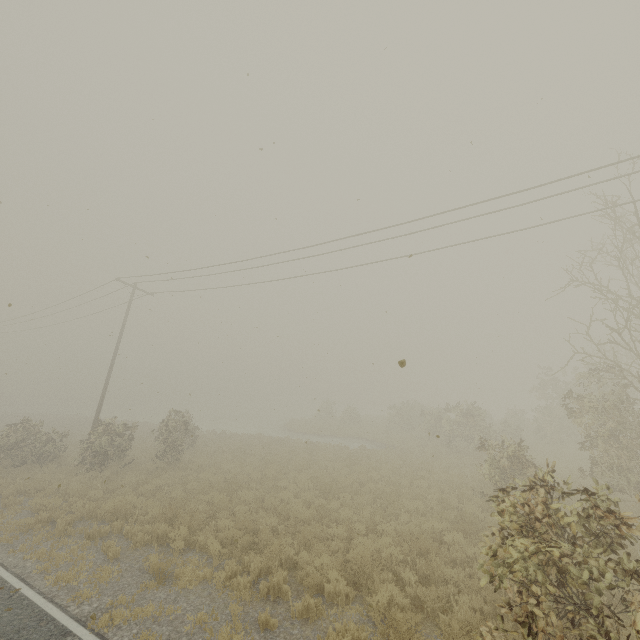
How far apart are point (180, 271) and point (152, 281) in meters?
5.2 m
